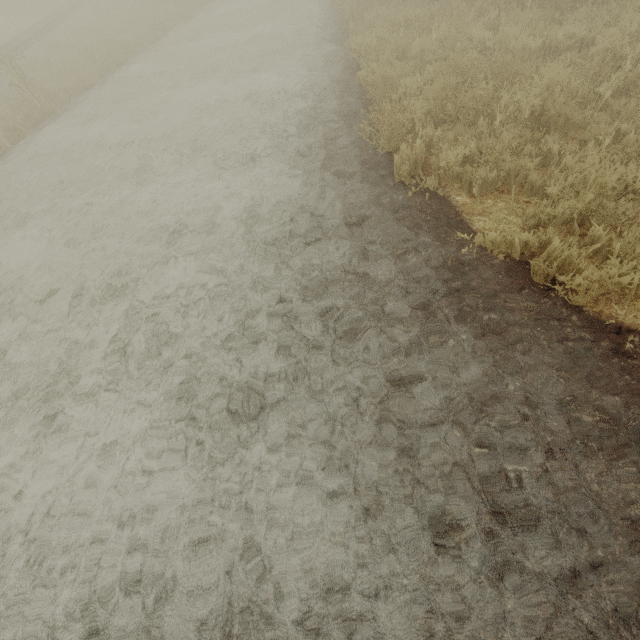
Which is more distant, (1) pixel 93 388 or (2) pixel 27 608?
(1) pixel 93 388
